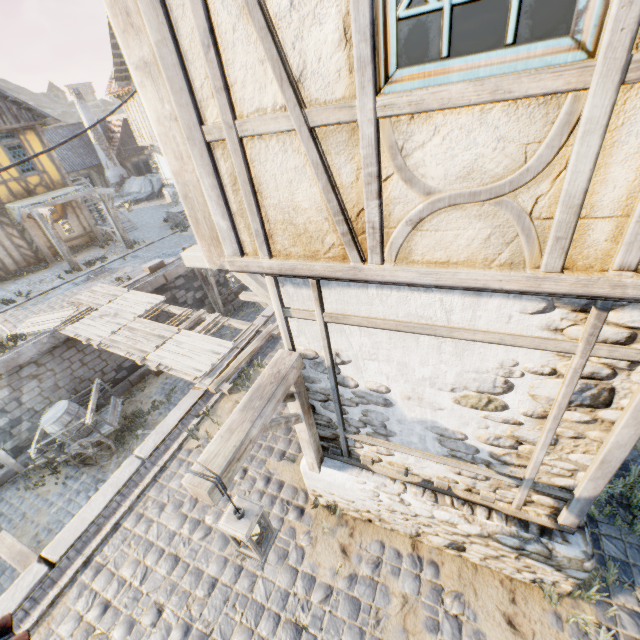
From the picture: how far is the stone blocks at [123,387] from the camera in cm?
1245

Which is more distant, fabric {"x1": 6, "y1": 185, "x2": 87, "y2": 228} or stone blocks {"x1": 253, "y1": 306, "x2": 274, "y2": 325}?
fabric {"x1": 6, "y1": 185, "x2": 87, "y2": 228}

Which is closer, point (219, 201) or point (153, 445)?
point (219, 201)

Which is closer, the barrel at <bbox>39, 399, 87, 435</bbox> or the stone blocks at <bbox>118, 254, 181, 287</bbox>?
the barrel at <bbox>39, 399, 87, 435</bbox>

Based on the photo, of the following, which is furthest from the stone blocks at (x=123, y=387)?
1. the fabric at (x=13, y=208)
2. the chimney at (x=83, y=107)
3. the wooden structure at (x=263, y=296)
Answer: the chimney at (x=83, y=107)

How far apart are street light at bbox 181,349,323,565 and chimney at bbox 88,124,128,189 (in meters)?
31.76

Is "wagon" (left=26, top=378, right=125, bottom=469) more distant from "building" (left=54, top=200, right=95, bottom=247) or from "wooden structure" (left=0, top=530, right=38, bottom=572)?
"building" (left=54, top=200, right=95, bottom=247)

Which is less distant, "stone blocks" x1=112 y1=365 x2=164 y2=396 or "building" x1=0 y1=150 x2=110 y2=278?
"stone blocks" x1=112 y1=365 x2=164 y2=396
